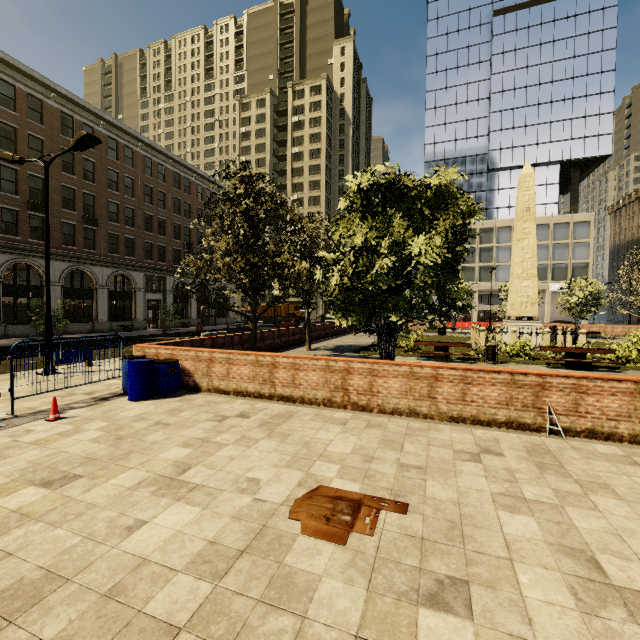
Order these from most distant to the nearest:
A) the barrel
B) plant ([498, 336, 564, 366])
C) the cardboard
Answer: plant ([498, 336, 564, 366]), the barrel, the cardboard

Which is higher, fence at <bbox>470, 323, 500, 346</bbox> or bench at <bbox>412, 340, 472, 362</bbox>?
fence at <bbox>470, 323, 500, 346</bbox>

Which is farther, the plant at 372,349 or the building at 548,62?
the building at 548,62

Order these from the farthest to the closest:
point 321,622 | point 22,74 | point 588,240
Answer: point 588,240 → point 22,74 → point 321,622

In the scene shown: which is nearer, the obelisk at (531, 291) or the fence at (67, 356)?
the fence at (67, 356)

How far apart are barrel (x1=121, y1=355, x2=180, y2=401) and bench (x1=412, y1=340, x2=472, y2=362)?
10.7 meters

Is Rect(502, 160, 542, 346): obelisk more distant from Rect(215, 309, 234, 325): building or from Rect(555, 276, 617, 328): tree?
Rect(215, 309, 234, 325): building

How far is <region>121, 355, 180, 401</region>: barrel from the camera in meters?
8.2
